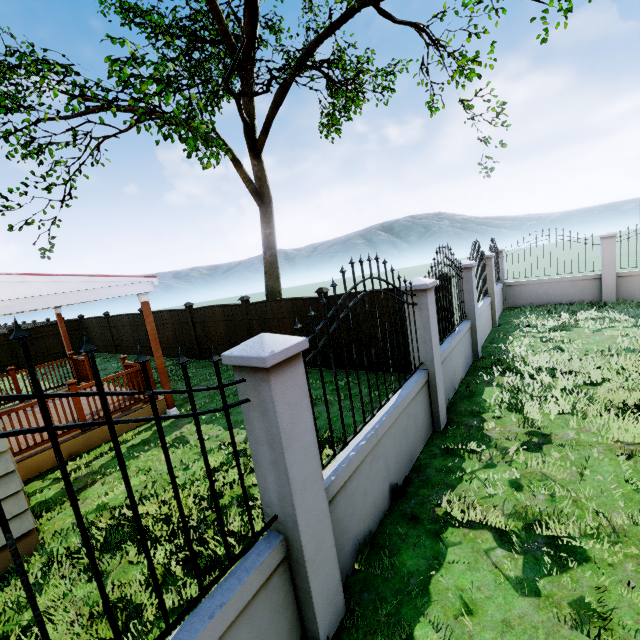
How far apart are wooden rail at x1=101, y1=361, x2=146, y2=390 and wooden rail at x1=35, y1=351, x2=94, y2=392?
2.6m

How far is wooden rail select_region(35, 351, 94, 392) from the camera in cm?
622

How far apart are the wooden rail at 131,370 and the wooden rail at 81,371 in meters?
2.6

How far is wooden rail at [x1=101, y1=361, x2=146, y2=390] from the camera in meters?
6.7 m

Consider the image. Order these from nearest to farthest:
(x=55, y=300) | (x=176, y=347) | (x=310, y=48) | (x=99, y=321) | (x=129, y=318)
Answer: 1. (x=55, y=300)
2. (x=310, y=48)
3. (x=176, y=347)
4. (x=129, y=318)
5. (x=99, y=321)

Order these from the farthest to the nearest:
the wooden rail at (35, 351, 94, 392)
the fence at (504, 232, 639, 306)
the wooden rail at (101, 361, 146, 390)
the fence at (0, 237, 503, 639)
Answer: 1. the fence at (504, 232, 639, 306)
2. the wooden rail at (101, 361, 146, 390)
3. the wooden rail at (35, 351, 94, 392)
4. the fence at (0, 237, 503, 639)

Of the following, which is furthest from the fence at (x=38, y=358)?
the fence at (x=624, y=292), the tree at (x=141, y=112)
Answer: the fence at (x=624, y=292)

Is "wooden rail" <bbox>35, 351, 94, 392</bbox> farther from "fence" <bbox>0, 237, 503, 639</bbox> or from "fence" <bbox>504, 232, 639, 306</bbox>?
"fence" <bbox>504, 232, 639, 306</bbox>
